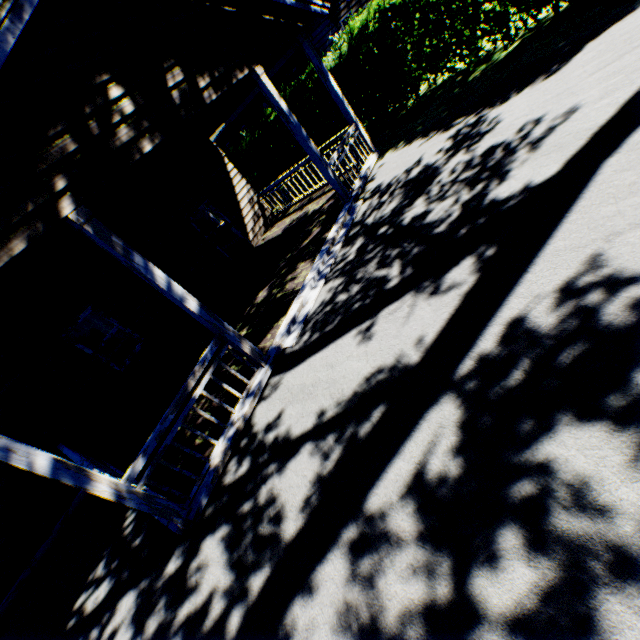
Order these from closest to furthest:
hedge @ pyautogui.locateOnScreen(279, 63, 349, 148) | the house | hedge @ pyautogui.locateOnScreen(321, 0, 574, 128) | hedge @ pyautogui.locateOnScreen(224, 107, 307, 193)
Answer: the house
hedge @ pyautogui.locateOnScreen(321, 0, 574, 128)
hedge @ pyautogui.locateOnScreen(279, 63, 349, 148)
hedge @ pyautogui.locateOnScreen(224, 107, 307, 193)

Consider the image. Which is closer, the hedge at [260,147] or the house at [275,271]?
the house at [275,271]

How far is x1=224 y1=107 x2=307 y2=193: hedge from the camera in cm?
1438

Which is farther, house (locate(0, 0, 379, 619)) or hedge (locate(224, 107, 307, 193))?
hedge (locate(224, 107, 307, 193))

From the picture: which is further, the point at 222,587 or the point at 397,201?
the point at 397,201

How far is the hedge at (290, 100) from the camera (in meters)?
11.70
